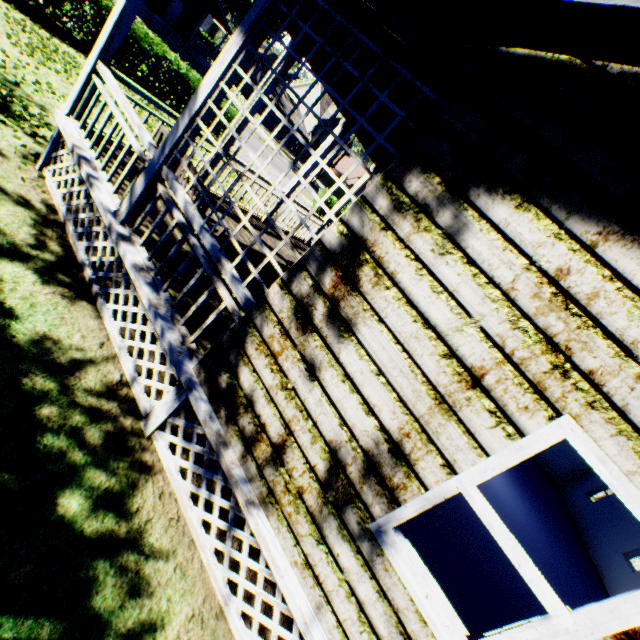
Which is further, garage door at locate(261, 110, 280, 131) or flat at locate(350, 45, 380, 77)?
garage door at locate(261, 110, 280, 131)

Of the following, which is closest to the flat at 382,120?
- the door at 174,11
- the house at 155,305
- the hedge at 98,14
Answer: the house at 155,305

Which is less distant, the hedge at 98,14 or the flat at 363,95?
the flat at 363,95

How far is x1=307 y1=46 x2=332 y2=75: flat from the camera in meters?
4.7

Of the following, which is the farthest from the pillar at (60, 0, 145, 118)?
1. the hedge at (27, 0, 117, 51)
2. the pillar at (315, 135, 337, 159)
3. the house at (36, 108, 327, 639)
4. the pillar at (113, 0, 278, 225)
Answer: the hedge at (27, 0, 117, 51)

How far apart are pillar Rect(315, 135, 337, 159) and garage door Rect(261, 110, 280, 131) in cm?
4507

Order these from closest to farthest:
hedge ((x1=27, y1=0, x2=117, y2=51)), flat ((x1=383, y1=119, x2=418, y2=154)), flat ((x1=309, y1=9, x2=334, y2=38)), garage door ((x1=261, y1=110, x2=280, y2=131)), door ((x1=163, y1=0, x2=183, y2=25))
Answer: flat ((x1=309, y1=9, x2=334, y2=38))
flat ((x1=383, y1=119, x2=418, y2=154))
hedge ((x1=27, y1=0, x2=117, y2=51))
door ((x1=163, y1=0, x2=183, y2=25))
garage door ((x1=261, y1=110, x2=280, y2=131))

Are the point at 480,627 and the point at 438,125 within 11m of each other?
yes
